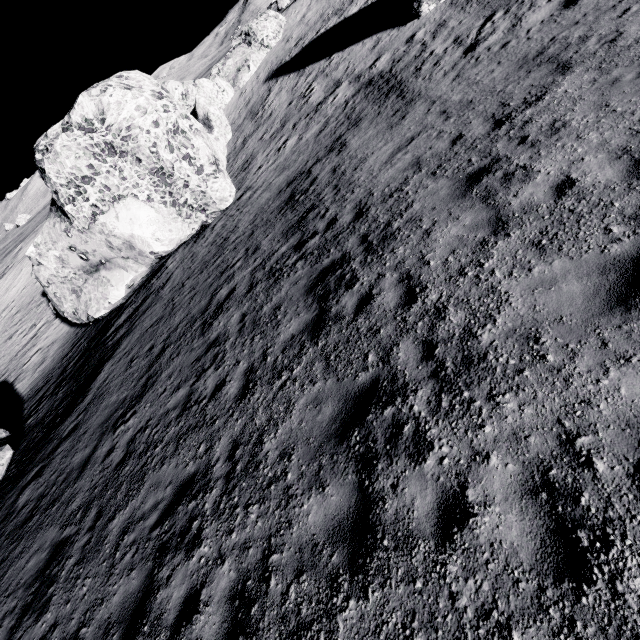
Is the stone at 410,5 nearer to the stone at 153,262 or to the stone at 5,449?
the stone at 153,262

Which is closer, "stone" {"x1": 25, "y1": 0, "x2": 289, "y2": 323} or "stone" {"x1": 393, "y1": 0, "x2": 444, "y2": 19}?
"stone" {"x1": 25, "y1": 0, "x2": 289, "y2": 323}

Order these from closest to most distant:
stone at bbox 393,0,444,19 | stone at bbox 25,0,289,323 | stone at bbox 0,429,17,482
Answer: stone at bbox 0,429,17,482, stone at bbox 25,0,289,323, stone at bbox 393,0,444,19

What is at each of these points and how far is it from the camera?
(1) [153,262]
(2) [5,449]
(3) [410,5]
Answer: (1) stone, 17.1 meters
(2) stone, 13.3 meters
(3) stone, 18.4 meters

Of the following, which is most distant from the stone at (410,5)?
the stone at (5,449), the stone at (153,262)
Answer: the stone at (5,449)

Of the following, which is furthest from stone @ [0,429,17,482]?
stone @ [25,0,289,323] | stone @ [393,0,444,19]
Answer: stone @ [393,0,444,19]
